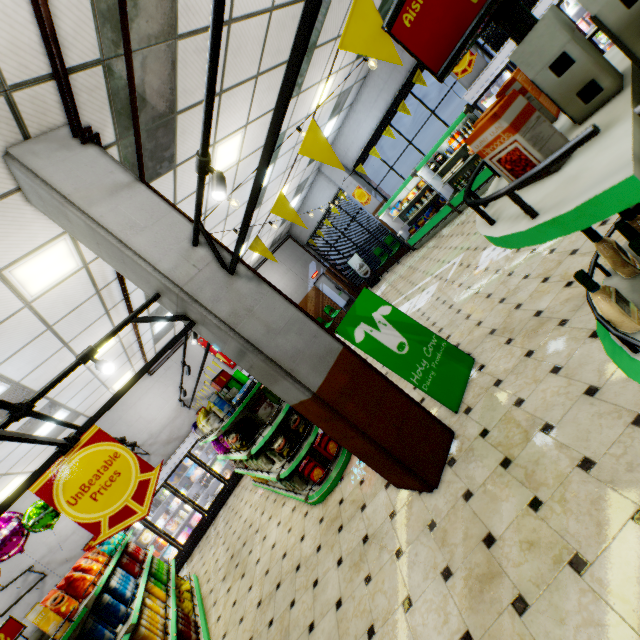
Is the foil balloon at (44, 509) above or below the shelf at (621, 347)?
above

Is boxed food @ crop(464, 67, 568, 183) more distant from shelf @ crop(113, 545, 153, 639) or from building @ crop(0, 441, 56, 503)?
shelf @ crop(113, 545, 153, 639)

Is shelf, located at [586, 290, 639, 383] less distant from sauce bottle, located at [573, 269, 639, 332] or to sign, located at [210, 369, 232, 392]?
sauce bottle, located at [573, 269, 639, 332]

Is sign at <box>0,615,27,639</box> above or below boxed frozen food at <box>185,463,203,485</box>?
above

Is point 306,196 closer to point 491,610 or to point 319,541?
point 319,541

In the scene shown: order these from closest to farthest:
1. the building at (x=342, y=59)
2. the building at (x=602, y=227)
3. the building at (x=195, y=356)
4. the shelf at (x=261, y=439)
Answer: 1. the building at (x=602, y=227)
2. the shelf at (x=261, y=439)
3. the building at (x=342, y=59)
4. the building at (x=195, y=356)

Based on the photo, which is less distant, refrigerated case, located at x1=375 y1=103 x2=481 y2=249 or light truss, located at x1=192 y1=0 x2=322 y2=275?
light truss, located at x1=192 y1=0 x2=322 y2=275

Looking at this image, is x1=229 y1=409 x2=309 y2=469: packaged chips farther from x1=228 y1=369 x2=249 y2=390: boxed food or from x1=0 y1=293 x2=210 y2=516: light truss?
x1=0 y1=293 x2=210 y2=516: light truss
